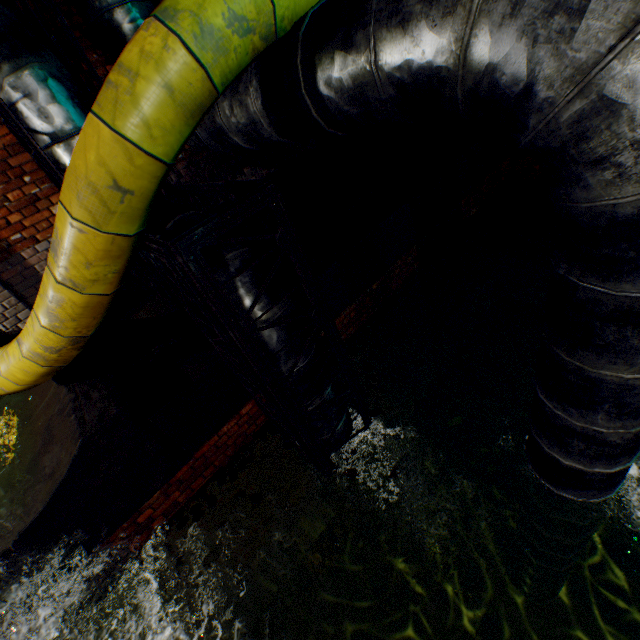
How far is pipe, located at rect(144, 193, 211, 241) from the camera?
2.4 meters

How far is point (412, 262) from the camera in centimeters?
521cm

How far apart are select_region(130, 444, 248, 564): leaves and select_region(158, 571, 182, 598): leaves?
0.3 meters

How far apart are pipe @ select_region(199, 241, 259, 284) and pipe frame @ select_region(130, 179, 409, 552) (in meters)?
0.02

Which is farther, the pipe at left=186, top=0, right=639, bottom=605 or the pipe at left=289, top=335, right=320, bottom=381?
the pipe at left=289, top=335, right=320, bottom=381

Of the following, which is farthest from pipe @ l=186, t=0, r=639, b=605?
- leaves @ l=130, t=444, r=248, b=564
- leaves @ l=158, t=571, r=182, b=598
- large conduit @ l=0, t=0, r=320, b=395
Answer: leaves @ l=158, t=571, r=182, b=598

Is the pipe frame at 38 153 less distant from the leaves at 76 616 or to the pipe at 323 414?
the pipe at 323 414

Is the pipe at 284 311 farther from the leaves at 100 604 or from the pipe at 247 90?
the leaves at 100 604
